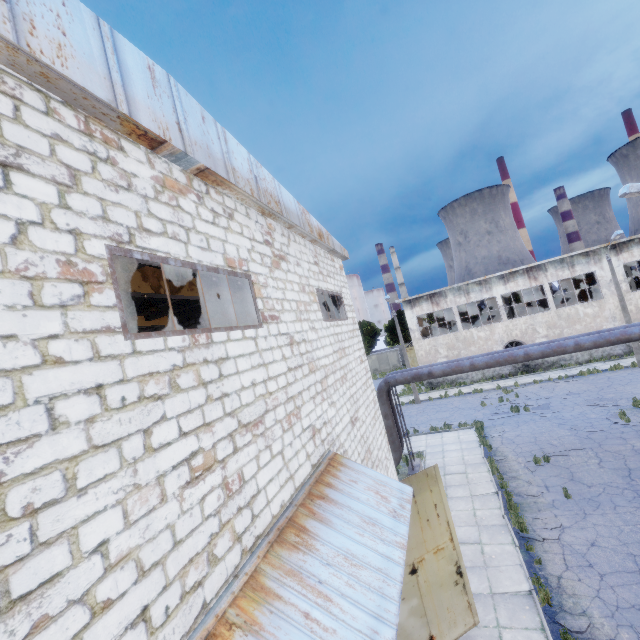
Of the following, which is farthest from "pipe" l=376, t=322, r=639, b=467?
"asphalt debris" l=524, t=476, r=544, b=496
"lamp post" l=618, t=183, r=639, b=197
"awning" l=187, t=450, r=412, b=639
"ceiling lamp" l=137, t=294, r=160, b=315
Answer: "ceiling lamp" l=137, t=294, r=160, b=315

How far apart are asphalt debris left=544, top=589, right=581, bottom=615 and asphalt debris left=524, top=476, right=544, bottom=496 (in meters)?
4.60

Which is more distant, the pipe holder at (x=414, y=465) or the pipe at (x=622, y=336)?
the pipe holder at (x=414, y=465)

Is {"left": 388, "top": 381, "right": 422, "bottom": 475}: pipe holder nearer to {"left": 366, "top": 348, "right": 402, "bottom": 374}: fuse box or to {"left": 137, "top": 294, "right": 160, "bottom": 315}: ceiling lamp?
{"left": 137, "top": 294, "right": 160, "bottom": 315}: ceiling lamp

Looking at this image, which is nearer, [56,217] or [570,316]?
[56,217]

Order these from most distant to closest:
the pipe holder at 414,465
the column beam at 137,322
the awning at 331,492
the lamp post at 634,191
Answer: the pipe holder at 414,465 < the column beam at 137,322 < the lamp post at 634,191 < the awning at 331,492

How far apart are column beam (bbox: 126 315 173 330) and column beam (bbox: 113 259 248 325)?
4.1 meters

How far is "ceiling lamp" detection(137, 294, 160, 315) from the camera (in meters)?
9.34
